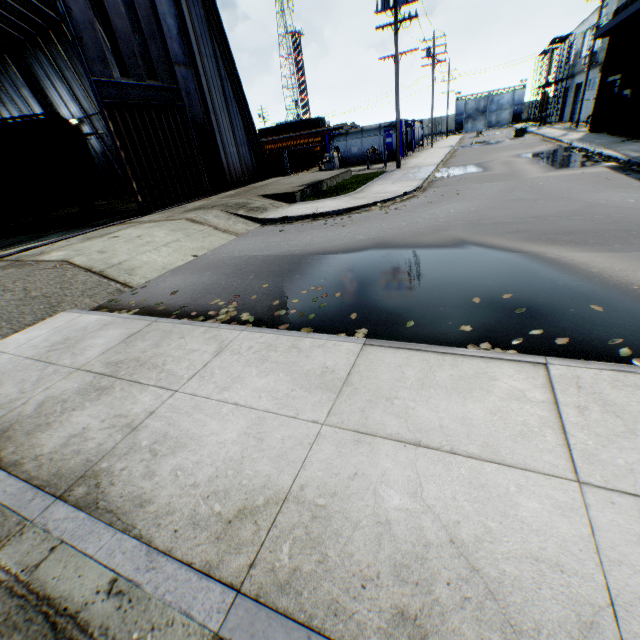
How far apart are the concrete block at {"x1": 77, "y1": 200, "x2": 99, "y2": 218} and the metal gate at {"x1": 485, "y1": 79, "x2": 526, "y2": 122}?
68.51m

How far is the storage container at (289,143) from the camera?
25.4 meters

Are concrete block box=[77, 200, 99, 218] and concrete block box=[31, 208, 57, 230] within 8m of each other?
yes

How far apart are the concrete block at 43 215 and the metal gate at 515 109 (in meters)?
70.87

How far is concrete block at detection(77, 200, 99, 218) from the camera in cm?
1672

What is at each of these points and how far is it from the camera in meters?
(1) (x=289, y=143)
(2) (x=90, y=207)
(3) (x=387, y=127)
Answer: (1) storage container, 28.3
(2) concrete block, 16.9
(3) tank container, 27.5

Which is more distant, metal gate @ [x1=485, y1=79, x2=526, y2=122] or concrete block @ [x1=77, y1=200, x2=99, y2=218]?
metal gate @ [x1=485, y1=79, x2=526, y2=122]

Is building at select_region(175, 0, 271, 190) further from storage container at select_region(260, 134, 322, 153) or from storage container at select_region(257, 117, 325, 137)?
storage container at select_region(257, 117, 325, 137)
